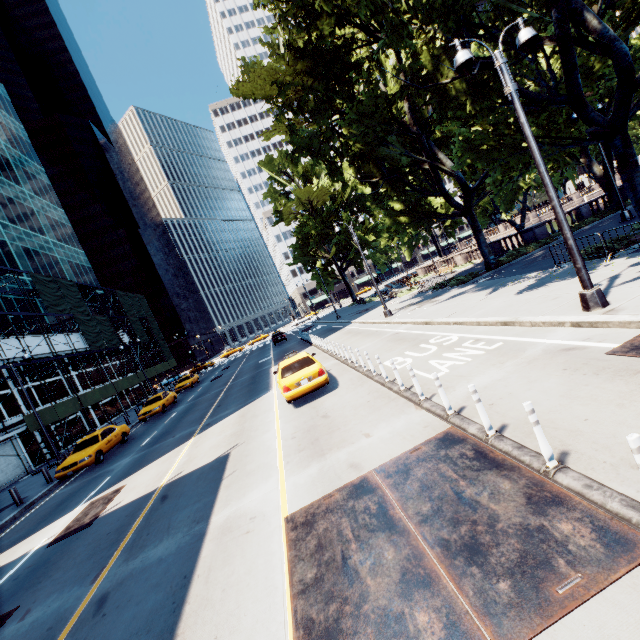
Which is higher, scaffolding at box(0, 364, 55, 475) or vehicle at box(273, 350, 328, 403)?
scaffolding at box(0, 364, 55, 475)

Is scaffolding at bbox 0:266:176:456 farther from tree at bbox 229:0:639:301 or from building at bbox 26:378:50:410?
tree at bbox 229:0:639:301

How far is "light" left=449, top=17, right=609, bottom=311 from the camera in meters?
7.7

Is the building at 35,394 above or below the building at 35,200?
below

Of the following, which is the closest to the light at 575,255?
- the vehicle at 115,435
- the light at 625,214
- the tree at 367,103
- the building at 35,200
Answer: the tree at 367,103

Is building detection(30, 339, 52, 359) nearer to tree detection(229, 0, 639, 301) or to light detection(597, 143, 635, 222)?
tree detection(229, 0, 639, 301)

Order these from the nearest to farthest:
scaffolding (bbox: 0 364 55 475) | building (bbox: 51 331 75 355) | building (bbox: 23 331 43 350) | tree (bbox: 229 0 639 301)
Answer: tree (bbox: 229 0 639 301) < scaffolding (bbox: 0 364 55 475) < building (bbox: 23 331 43 350) < building (bbox: 51 331 75 355)

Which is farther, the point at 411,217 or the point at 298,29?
the point at 411,217
